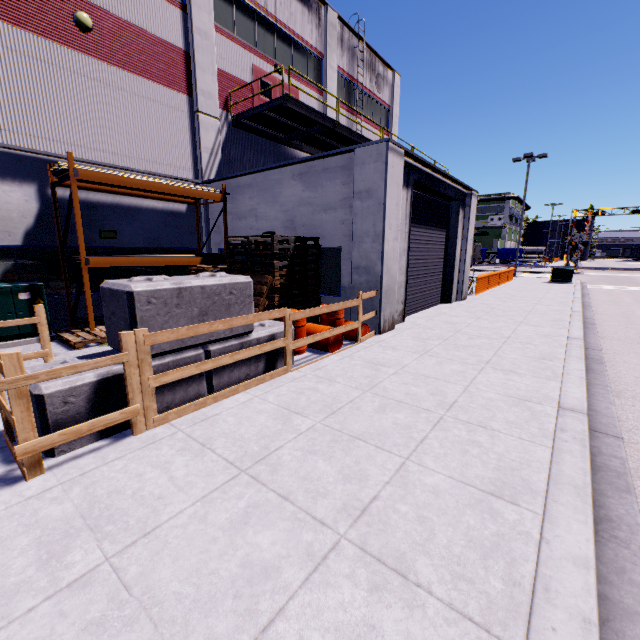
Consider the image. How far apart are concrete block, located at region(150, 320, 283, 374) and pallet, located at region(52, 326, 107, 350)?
4.1m

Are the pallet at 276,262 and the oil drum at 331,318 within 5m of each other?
yes

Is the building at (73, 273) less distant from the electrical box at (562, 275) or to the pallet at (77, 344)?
the pallet at (77, 344)

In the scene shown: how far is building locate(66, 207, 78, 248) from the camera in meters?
9.7

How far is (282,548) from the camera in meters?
2.5 m

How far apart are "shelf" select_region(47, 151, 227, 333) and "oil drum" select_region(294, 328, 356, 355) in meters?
5.1

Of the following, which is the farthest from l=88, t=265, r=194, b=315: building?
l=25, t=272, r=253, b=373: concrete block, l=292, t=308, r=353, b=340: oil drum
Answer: l=25, t=272, r=253, b=373: concrete block

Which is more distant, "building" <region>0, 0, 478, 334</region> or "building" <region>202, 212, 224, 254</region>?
"building" <region>202, 212, 224, 254</region>
